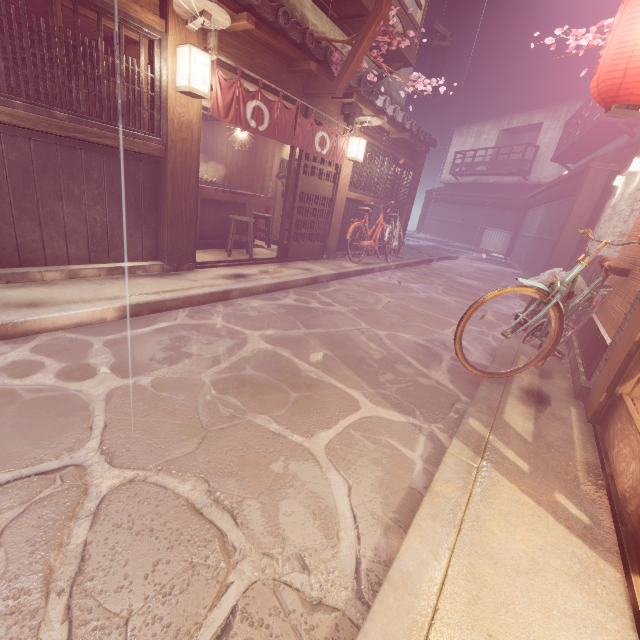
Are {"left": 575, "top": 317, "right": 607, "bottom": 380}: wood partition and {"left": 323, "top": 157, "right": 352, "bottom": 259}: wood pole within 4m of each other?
no

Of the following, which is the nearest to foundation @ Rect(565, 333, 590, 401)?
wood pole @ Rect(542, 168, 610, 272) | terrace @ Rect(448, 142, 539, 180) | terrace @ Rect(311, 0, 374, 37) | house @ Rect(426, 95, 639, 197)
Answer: wood pole @ Rect(542, 168, 610, 272)

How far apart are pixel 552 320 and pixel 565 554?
3.7m

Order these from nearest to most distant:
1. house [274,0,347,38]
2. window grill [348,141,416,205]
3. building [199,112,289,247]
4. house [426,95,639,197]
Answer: house [274,0,347,38] < window grill [348,141,416,205] < building [199,112,289,247] < house [426,95,639,197]

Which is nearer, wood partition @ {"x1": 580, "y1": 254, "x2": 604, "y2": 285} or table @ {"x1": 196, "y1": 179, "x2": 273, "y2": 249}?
wood partition @ {"x1": 580, "y1": 254, "x2": 604, "y2": 285}

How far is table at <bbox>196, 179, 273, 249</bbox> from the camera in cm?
1083

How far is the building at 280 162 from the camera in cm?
1469

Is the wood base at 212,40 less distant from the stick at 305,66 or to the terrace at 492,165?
the stick at 305,66
